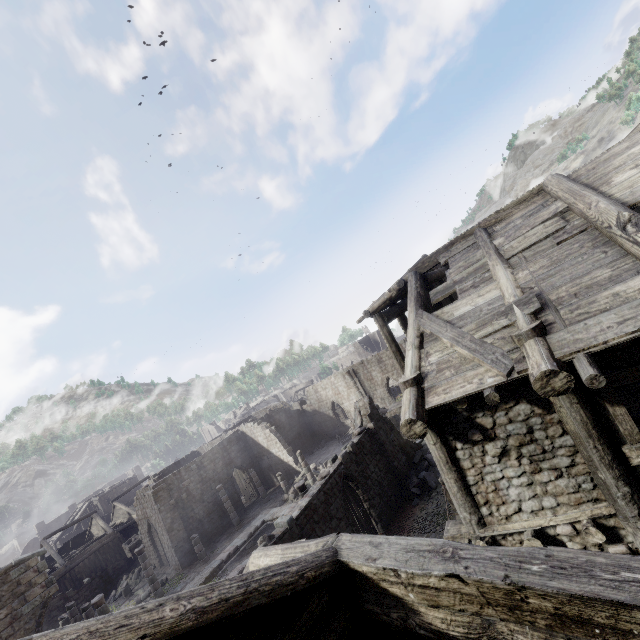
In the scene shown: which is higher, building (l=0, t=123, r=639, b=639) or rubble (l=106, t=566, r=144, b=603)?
building (l=0, t=123, r=639, b=639)

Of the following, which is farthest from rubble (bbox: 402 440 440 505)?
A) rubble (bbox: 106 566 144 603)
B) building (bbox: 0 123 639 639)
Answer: rubble (bbox: 106 566 144 603)

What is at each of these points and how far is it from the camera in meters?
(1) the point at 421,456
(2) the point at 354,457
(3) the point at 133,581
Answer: (1) rubble, 19.7 m
(2) building, 16.5 m
(3) rubble, 27.8 m

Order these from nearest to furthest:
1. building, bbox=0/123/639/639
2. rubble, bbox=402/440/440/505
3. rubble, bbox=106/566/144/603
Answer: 1. building, bbox=0/123/639/639
2. rubble, bbox=402/440/440/505
3. rubble, bbox=106/566/144/603

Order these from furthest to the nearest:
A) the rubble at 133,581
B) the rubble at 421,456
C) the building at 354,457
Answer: the rubble at 133,581
the rubble at 421,456
the building at 354,457

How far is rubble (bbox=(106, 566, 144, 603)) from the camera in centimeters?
2706cm

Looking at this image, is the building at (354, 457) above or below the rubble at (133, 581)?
above
